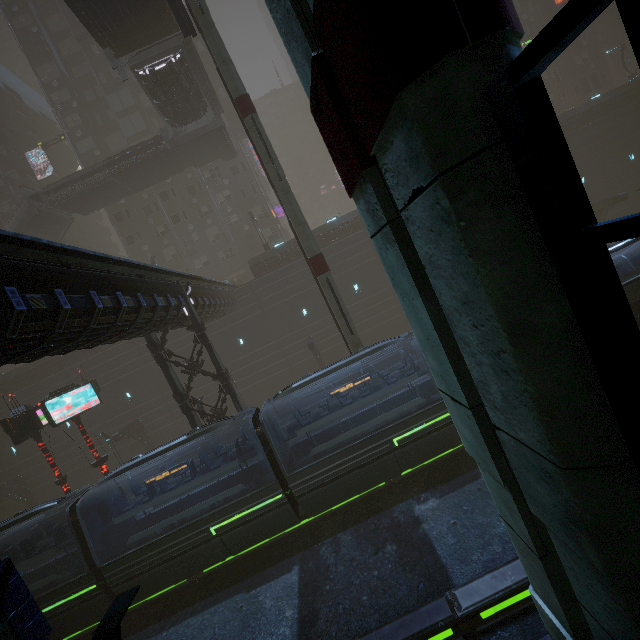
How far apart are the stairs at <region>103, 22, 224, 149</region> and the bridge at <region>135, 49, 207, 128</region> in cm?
1

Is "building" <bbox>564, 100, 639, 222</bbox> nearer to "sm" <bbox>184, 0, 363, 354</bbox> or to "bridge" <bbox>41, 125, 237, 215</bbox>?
"sm" <bbox>184, 0, 363, 354</bbox>

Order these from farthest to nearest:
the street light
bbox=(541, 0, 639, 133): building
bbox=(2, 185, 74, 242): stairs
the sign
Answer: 1. bbox=(541, 0, 639, 133): building
2. bbox=(2, 185, 74, 242): stairs
3. the sign
4. the street light

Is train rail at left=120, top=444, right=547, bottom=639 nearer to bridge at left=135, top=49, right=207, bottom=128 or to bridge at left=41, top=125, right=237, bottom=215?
bridge at left=135, top=49, right=207, bottom=128

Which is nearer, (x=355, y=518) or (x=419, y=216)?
(x=419, y=216)

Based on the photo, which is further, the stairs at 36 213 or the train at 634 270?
the stairs at 36 213

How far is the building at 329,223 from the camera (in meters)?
30.59

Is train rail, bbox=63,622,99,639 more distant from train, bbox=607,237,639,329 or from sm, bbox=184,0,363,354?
sm, bbox=184,0,363,354
